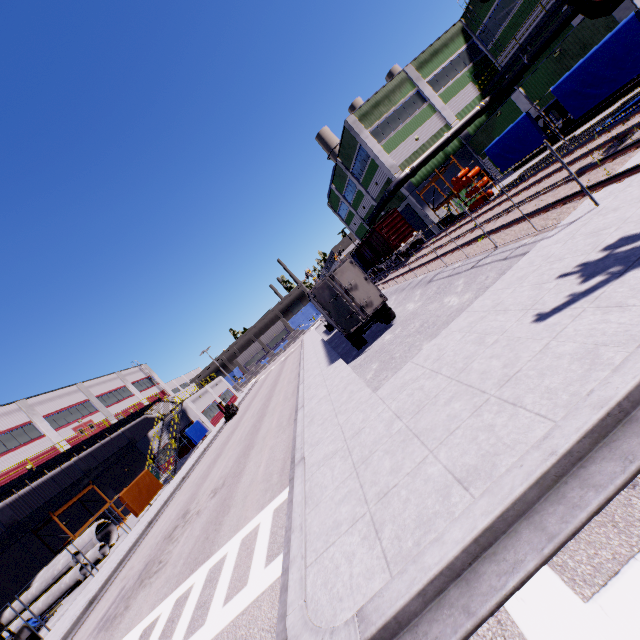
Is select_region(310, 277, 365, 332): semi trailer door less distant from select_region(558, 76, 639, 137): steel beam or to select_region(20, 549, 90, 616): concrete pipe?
select_region(20, 549, 90, 616): concrete pipe

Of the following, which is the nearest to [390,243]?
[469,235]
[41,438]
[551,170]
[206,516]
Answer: [469,235]

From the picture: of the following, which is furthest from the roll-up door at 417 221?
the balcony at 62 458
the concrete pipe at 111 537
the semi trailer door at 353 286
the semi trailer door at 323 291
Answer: the concrete pipe at 111 537

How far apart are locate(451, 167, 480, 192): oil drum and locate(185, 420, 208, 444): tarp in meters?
34.6

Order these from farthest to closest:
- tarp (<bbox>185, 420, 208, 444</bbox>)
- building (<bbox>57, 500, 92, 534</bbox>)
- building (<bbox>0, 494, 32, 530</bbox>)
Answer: tarp (<bbox>185, 420, 208, 444</bbox>)
building (<bbox>57, 500, 92, 534</bbox>)
building (<bbox>0, 494, 32, 530</bbox>)

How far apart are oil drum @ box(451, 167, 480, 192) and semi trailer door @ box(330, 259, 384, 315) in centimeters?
1535cm

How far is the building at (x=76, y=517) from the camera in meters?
26.1

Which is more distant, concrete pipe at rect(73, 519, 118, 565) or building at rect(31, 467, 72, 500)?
building at rect(31, 467, 72, 500)
